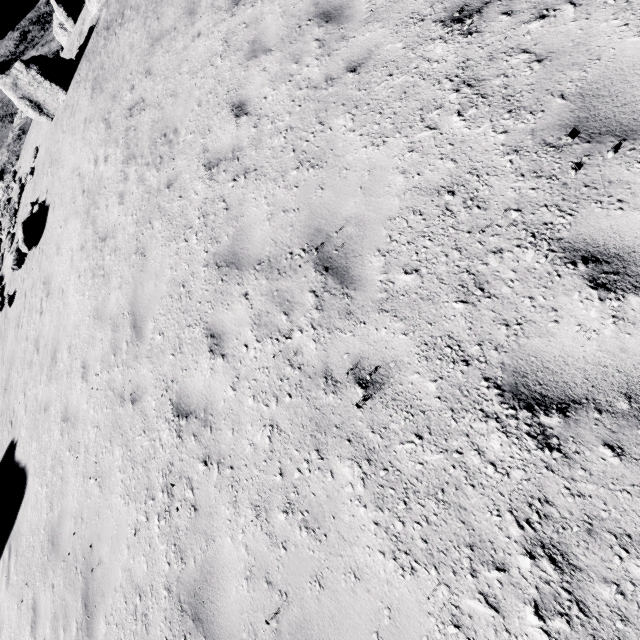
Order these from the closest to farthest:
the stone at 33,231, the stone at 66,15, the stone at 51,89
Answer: the stone at 33,231, the stone at 51,89, the stone at 66,15

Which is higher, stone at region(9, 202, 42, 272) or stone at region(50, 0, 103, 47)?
stone at region(50, 0, 103, 47)

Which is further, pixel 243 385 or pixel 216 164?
pixel 216 164

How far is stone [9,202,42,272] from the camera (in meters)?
11.88

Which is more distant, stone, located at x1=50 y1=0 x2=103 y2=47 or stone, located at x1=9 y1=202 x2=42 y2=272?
stone, located at x1=50 y1=0 x2=103 y2=47

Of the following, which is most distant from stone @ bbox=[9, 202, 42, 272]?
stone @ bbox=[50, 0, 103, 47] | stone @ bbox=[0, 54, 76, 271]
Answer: stone @ bbox=[50, 0, 103, 47]

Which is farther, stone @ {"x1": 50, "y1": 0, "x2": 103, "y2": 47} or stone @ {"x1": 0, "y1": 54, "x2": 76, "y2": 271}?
stone @ {"x1": 50, "y1": 0, "x2": 103, "y2": 47}

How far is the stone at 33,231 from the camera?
11.88m
